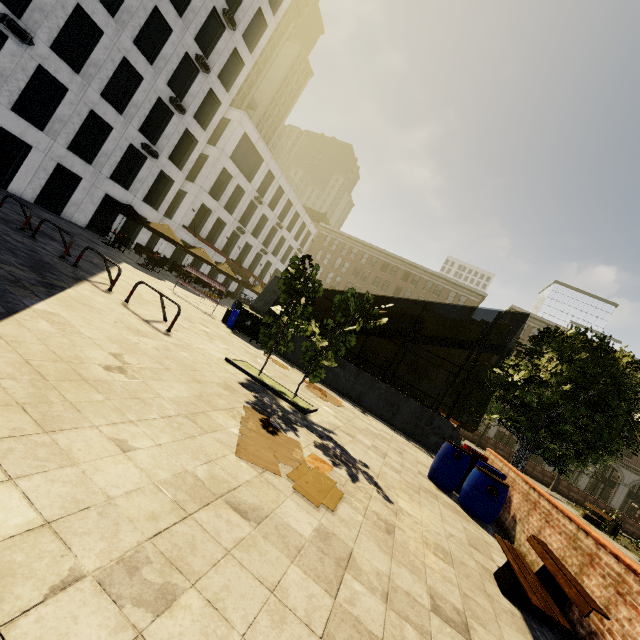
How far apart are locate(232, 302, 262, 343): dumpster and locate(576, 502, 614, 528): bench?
20.5m

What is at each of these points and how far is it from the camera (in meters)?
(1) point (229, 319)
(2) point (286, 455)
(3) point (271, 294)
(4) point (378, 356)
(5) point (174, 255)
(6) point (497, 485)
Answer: (1) trash bin, 14.50
(2) cardboard, 4.55
(3) underground building, 15.48
(4) building, 52.88
(5) building, 30.91
(6) barrel, 6.62

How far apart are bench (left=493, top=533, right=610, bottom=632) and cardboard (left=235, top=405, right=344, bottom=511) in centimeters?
232cm

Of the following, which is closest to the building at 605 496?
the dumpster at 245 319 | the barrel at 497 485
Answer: the dumpster at 245 319

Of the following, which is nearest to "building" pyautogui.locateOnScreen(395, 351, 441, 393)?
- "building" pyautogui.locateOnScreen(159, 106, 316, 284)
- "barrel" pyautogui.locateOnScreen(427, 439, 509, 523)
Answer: "building" pyautogui.locateOnScreen(159, 106, 316, 284)

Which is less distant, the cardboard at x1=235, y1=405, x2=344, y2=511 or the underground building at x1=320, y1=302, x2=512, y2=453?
the cardboard at x1=235, y1=405, x2=344, y2=511

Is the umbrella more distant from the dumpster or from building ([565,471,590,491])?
building ([565,471,590,491])

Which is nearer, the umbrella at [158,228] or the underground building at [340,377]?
the underground building at [340,377]
